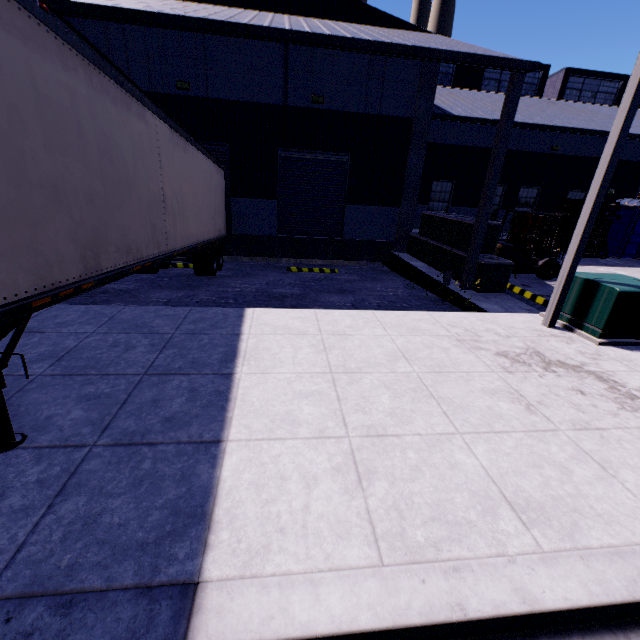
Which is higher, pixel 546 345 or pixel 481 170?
pixel 481 170

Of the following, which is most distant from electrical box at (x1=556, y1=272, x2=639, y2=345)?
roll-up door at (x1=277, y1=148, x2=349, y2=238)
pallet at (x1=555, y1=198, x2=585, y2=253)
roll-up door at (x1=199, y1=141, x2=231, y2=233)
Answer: roll-up door at (x1=199, y1=141, x2=231, y2=233)

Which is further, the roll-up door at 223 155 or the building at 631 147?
the building at 631 147

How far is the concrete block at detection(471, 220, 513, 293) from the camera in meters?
9.4 m

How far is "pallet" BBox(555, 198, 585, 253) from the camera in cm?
1662

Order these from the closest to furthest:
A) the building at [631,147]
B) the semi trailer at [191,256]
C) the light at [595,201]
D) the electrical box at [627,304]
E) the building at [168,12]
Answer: the semi trailer at [191,256], the light at [595,201], the electrical box at [627,304], the building at [168,12], the building at [631,147]

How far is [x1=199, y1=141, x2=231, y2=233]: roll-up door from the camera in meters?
12.9

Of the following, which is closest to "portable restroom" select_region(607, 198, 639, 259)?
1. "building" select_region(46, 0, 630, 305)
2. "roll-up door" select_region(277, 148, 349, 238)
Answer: "building" select_region(46, 0, 630, 305)
